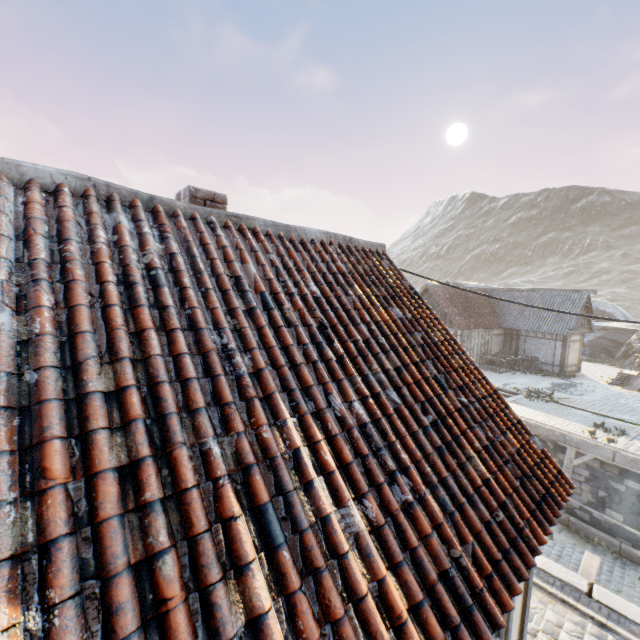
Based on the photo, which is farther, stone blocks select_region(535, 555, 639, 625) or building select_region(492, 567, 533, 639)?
stone blocks select_region(535, 555, 639, 625)

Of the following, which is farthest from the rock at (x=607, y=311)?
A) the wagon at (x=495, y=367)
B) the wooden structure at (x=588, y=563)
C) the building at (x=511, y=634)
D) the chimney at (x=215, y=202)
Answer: the chimney at (x=215, y=202)

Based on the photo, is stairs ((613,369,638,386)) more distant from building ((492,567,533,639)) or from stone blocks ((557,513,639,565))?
building ((492,567,533,639))

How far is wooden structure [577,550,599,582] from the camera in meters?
6.4 m

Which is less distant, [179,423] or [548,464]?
[179,423]

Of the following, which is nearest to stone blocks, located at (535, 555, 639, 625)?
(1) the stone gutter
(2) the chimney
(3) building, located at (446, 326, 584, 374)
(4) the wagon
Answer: (1) the stone gutter

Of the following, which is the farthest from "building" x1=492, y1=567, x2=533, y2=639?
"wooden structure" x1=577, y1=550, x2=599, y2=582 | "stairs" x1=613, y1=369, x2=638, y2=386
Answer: "stairs" x1=613, y1=369, x2=638, y2=386

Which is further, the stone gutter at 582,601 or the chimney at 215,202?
the stone gutter at 582,601
